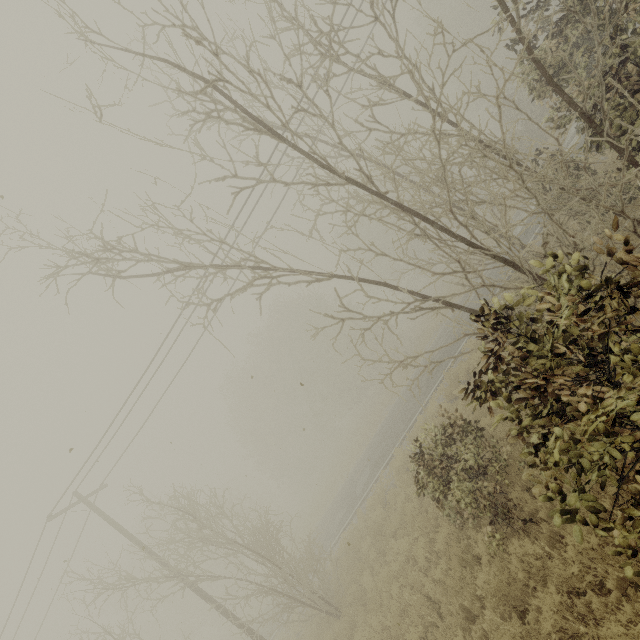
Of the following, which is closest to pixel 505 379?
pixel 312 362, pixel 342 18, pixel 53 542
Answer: pixel 342 18
